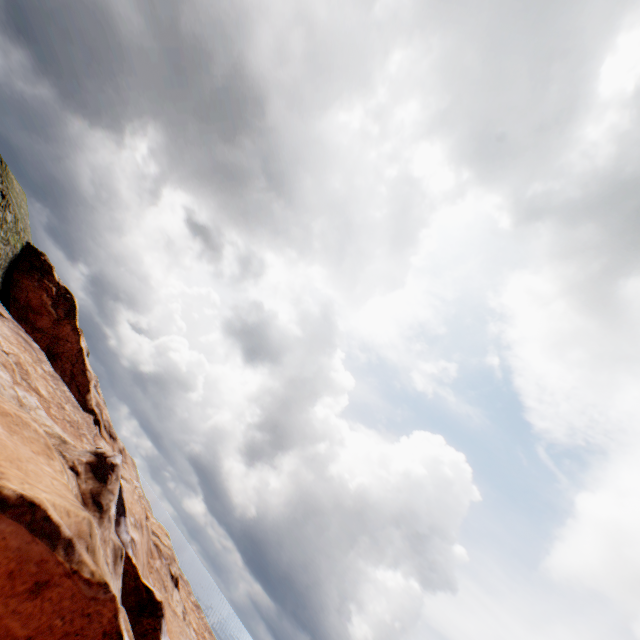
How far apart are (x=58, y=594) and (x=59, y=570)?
0.61m
